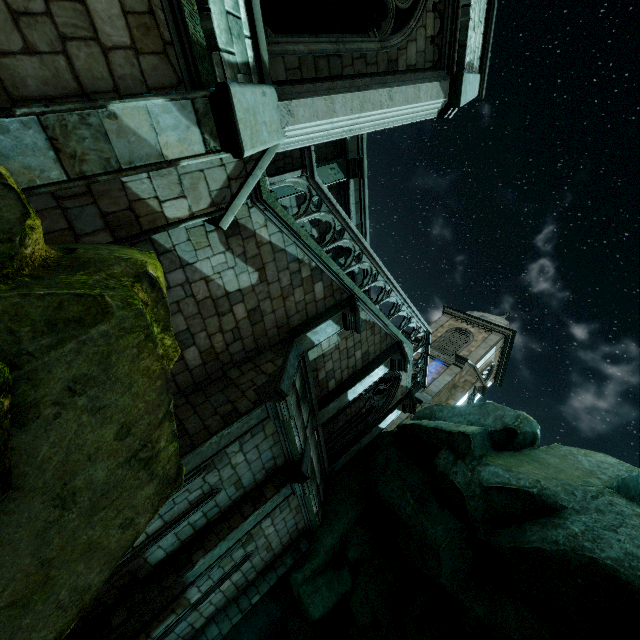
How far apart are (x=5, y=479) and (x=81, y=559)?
0.9m

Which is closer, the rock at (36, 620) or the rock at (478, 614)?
the rock at (36, 620)

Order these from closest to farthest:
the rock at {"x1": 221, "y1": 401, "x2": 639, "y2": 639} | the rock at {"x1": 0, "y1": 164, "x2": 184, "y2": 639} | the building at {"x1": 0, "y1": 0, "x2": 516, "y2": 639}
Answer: the rock at {"x1": 0, "y1": 164, "x2": 184, "y2": 639}
the building at {"x1": 0, "y1": 0, "x2": 516, "y2": 639}
the rock at {"x1": 221, "y1": 401, "x2": 639, "y2": 639}

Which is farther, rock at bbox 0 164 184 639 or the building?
the building

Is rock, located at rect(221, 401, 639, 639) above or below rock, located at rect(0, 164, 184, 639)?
above

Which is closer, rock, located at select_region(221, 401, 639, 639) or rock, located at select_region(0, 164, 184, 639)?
rock, located at select_region(0, 164, 184, 639)

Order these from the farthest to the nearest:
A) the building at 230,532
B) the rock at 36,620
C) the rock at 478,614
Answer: the rock at 478,614
the building at 230,532
the rock at 36,620
